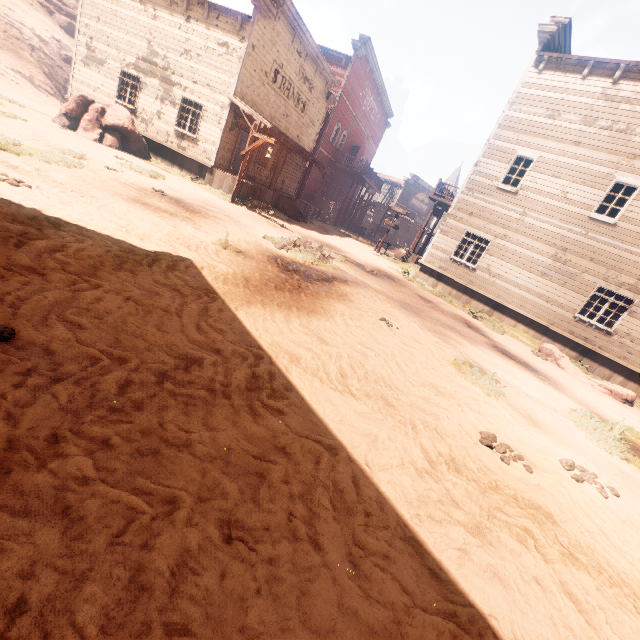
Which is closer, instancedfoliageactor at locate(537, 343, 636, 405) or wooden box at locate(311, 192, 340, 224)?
instancedfoliageactor at locate(537, 343, 636, 405)

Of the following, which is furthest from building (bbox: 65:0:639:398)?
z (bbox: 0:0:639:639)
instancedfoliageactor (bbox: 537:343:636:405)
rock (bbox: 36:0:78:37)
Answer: rock (bbox: 36:0:78:37)

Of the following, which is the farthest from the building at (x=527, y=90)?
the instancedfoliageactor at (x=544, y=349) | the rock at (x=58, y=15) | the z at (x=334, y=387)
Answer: the rock at (x=58, y=15)

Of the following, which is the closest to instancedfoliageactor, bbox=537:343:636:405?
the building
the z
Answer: the z

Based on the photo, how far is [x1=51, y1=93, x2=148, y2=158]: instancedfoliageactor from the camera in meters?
13.6 m

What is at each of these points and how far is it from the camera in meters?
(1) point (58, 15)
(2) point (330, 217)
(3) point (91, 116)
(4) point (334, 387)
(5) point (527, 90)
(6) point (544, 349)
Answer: (1) rock, 31.9
(2) wooden box, 26.9
(3) instancedfoliageactor, 13.8
(4) z, 3.8
(5) building, 14.6
(6) instancedfoliageactor, 12.3

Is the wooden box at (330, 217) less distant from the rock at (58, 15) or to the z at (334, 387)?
the z at (334, 387)

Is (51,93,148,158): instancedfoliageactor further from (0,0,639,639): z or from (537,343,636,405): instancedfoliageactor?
(537,343,636,405): instancedfoliageactor
